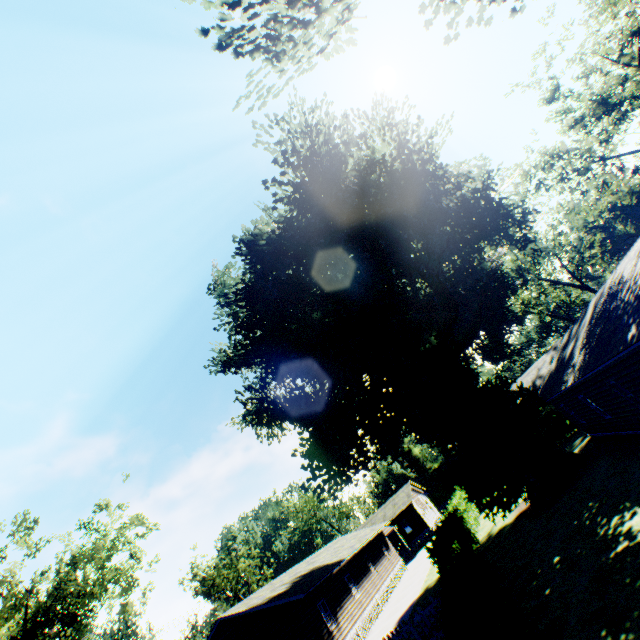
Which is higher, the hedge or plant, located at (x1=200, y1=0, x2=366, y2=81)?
plant, located at (x1=200, y1=0, x2=366, y2=81)

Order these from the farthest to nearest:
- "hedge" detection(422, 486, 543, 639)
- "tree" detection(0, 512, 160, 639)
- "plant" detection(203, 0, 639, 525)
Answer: "tree" detection(0, 512, 160, 639)
"plant" detection(203, 0, 639, 525)
"hedge" detection(422, 486, 543, 639)

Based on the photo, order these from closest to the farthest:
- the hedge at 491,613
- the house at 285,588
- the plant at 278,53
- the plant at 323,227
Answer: the hedge at 491,613
the plant at 278,53
the plant at 323,227
the house at 285,588

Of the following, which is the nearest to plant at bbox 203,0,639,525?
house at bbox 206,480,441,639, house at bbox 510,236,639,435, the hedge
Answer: house at bbox 510,236,639,435

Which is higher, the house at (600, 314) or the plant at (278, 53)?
the plant at (278, 53)

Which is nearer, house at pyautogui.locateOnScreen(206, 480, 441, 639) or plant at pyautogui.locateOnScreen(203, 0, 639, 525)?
plant at pyautogui.locateOnScreen(203, 0, 639, 525)

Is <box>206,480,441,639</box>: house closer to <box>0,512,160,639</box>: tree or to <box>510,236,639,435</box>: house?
<box>510,236,639,435</box>: house

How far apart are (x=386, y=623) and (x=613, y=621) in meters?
20.6 m
